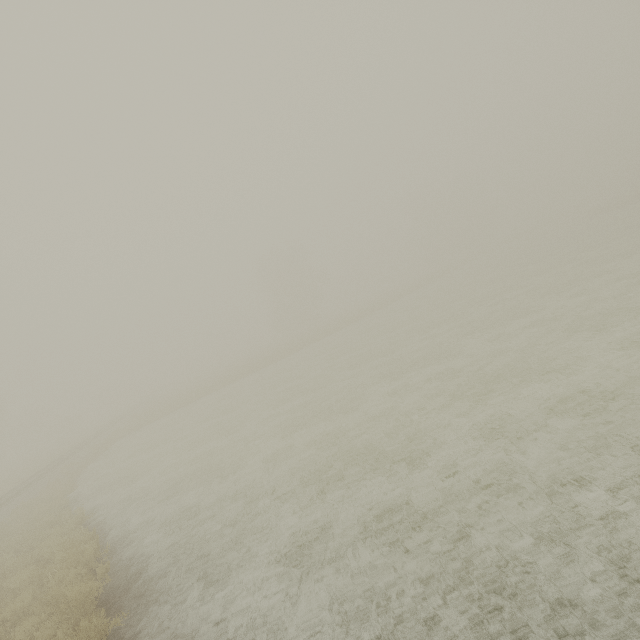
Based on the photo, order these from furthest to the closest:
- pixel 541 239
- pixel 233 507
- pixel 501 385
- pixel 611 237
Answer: pixel 541 239 < pixel 611 237 < pixel 501 385 < pixel 233 507
